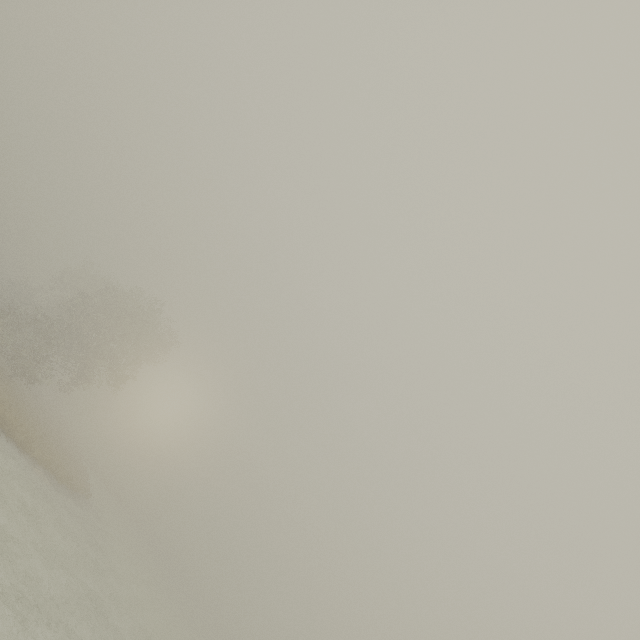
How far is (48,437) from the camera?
28.52m
